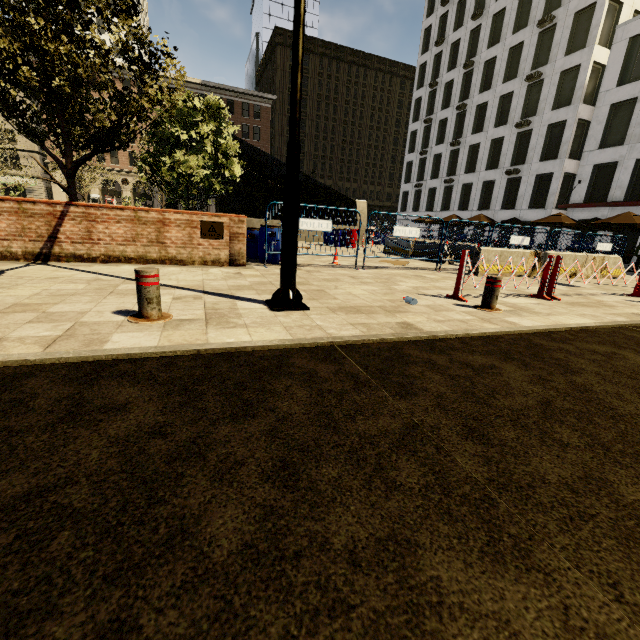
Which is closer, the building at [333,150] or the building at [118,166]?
the building at [118,166]

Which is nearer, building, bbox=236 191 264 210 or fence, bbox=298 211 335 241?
fence, bbox=298 211 335 241

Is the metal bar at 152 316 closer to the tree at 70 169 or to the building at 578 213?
the tree at 70 169

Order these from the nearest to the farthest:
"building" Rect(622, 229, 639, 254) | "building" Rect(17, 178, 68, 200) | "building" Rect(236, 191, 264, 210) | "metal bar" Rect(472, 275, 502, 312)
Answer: "metal bar" Rect(472, 275, 502, 312)
"building" Rect(622, 229, 639, 254)
"building" Rect(17, 178, 68, 200)
"building" Rect(236, 191, 264, 210)

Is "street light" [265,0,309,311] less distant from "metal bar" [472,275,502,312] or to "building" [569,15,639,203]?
"metal bar" [472,275,502,312]

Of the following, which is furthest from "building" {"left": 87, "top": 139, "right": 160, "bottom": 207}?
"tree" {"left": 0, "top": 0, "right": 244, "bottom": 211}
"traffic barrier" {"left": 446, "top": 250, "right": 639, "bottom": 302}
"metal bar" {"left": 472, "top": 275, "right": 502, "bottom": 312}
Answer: "metal bar" {"left": 472, "top": 275, "right": 502, "bottom": 312}

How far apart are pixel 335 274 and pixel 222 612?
7.32m

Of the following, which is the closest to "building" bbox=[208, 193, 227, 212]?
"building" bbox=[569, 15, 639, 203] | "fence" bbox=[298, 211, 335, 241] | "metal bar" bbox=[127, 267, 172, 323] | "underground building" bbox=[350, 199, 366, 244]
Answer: "underground building" bbox=[350, 199, 366, 244]
